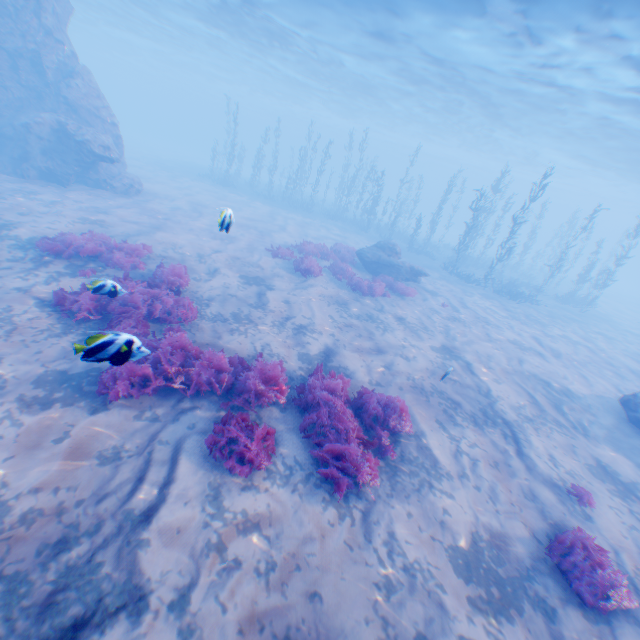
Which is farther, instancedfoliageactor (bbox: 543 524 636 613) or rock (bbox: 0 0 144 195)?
rock (bbox: 0 0 144 195)

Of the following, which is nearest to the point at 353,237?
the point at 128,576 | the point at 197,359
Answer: the point at 197,359

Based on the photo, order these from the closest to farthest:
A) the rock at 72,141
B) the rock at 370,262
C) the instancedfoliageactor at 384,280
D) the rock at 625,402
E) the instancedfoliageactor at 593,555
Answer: the instancedfoliageactor at 593,555, the rock at 625,402, the instancedfoliageactor at 384,280, the rock at 72,141, the rock at 370,262

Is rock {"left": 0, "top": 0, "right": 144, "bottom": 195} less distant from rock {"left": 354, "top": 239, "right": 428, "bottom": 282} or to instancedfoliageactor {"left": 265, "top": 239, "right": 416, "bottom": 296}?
instancedfoliageactor {"left": 265, "top": 239, "right": 416, "bottom": 296}

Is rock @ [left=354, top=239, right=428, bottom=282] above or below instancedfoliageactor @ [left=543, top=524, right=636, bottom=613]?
above

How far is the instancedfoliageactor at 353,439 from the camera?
5.5 meters

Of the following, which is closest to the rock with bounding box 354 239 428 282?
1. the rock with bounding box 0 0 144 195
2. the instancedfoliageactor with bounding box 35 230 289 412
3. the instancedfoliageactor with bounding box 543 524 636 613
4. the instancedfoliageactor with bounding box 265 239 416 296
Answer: the instancedfoliageactor with bounding box 265 239 416 296

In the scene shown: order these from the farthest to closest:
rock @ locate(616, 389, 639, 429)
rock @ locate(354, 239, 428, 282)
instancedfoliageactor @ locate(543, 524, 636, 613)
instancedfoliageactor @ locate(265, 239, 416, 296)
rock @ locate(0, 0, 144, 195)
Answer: rock @ locate(354, 239, 428, 282) < rock @ locate(0, 0, 144, 195) < instancedfoliageactor @ locate(265, 239, 416, 296) < rock @ locate(616, 389, 639, 429) < instancedfoliageactor @ locate(543, 524, 636, 613)
